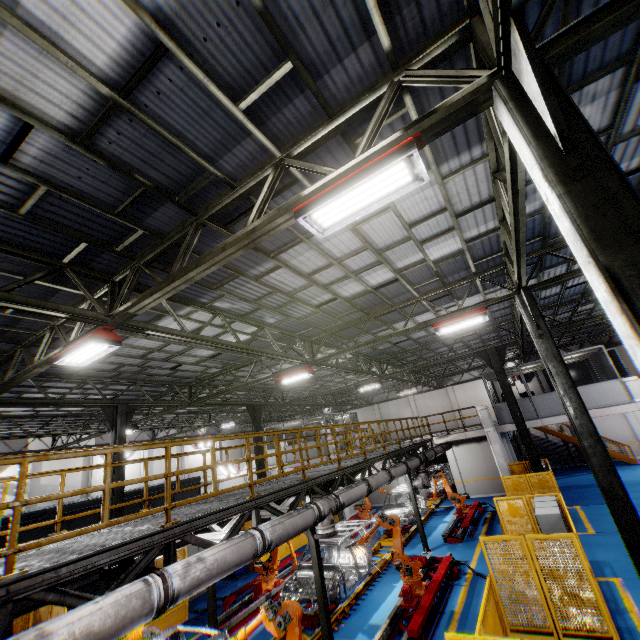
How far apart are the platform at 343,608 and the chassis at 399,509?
0.0m

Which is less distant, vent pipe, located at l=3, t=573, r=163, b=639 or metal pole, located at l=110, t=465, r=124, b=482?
vent pipe, located at l=3, t=573, r=163, b=639

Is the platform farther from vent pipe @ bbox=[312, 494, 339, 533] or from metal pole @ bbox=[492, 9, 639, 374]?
metal pole @ bbox=[492, 9, 639, 374]

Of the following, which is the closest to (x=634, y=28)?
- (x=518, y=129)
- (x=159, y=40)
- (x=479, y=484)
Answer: (x=518, y=129)

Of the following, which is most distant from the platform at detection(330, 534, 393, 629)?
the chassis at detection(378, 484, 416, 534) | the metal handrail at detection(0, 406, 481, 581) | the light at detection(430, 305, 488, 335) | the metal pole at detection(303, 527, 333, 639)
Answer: the light at detection(430, 305, 488, 335)

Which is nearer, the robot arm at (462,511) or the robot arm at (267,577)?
the robot arm at (267,577)

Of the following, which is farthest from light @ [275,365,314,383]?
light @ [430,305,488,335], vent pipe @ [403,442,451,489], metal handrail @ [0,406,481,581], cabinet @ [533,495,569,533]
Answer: cabinet @ [533,495,569,533]

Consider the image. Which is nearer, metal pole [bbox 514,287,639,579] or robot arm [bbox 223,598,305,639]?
robot arm [bbox 223,598,305,639]
